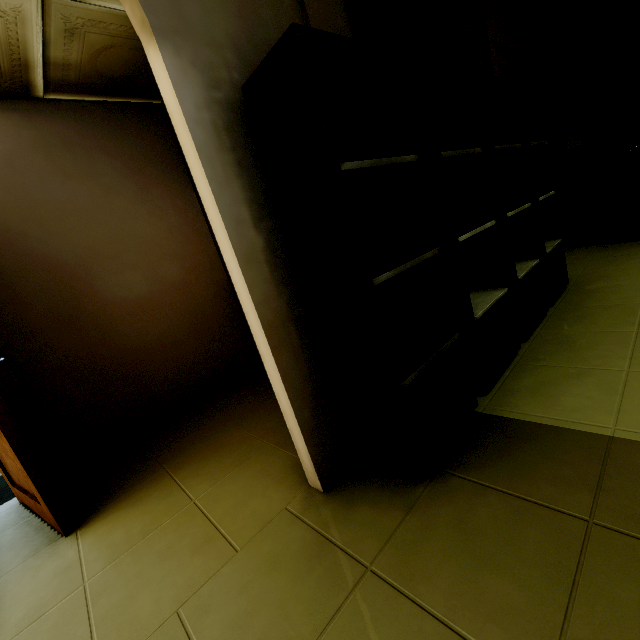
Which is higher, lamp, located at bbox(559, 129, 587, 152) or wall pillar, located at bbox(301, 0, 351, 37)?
wall pillar, located at bbox(301, 0, 351, 37)

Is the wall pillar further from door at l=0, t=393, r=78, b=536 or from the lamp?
the lamp

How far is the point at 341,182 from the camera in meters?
1.1

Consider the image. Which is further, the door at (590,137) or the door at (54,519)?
the door at (590,137)

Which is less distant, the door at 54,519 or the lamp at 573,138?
the door at 54,519

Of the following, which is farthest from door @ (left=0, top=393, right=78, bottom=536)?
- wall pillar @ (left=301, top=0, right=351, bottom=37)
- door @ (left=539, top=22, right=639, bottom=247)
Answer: door @ (left=539, top=22, right=639, bottom=247)

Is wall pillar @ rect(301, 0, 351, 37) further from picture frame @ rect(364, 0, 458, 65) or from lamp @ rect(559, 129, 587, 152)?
lamp @ rect(559, 129, 587, 152)

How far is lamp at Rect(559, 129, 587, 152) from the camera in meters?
3.8
